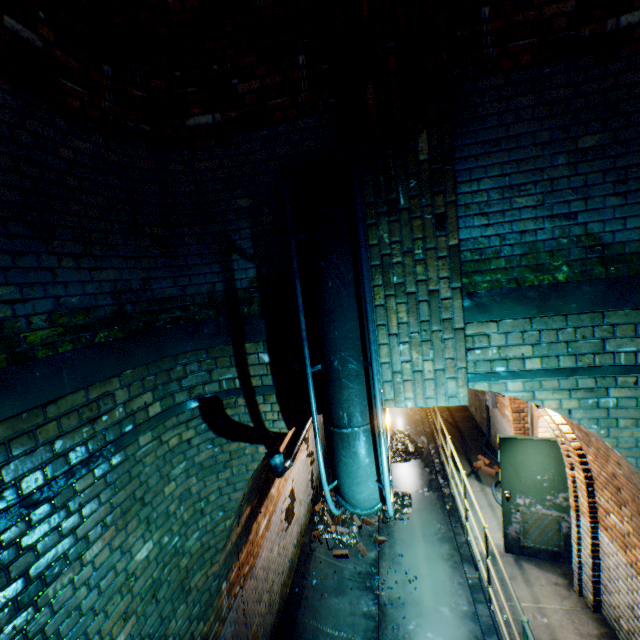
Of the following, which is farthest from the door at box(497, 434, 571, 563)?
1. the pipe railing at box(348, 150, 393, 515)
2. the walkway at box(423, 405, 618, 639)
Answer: the pipe railing at box(348, 150, 393, 515)

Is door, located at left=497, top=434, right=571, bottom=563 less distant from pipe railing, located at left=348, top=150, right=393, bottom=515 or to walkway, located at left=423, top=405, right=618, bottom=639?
walkway, located at left=423, top=405, right=618, bottom=639

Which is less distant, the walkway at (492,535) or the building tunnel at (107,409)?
the building tunnel at (107,409)

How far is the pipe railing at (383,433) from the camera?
2.19m

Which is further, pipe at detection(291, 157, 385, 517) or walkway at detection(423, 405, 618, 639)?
walkway at detection(423, 405, 618, 639)

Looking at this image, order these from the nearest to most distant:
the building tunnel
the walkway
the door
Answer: the building tunnel
the walkway
the door

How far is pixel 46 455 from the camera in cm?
191

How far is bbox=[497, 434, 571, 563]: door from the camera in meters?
5.0 m
